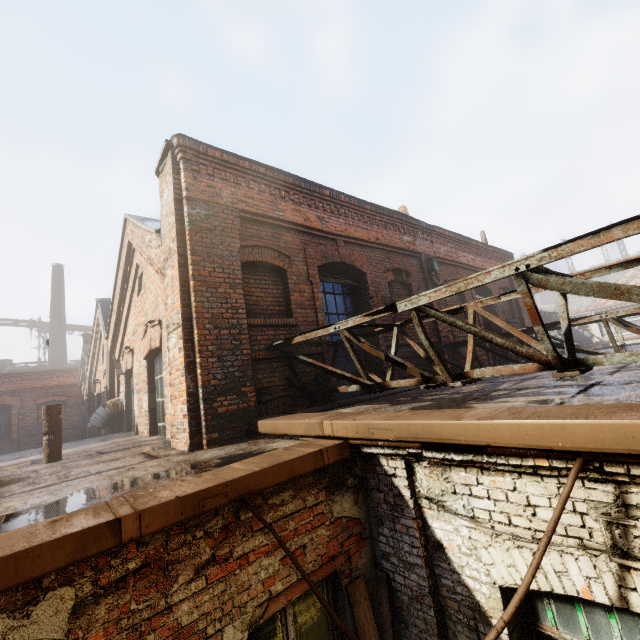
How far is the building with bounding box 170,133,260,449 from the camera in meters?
4.5

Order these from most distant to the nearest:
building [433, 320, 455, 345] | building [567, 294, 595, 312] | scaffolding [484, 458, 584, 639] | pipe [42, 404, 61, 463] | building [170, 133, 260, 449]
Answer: building [567, 294, 595, 312] → building [433, 320, 455, 345] → pipe [42, 404, 61, 463] → building [170, 133, 260, 449] → scaffolding [484, 458, 584, 639]

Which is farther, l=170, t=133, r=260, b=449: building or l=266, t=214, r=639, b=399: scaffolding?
l=170, t=133, r=260, b=449: building

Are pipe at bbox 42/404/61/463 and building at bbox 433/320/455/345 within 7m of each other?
no

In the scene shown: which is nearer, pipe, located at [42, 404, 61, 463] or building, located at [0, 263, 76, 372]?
pipe, located at [42, 404, 61, 463]

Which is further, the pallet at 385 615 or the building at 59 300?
the building at 59 300

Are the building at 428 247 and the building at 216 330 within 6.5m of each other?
yes

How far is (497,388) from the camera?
4.34m
